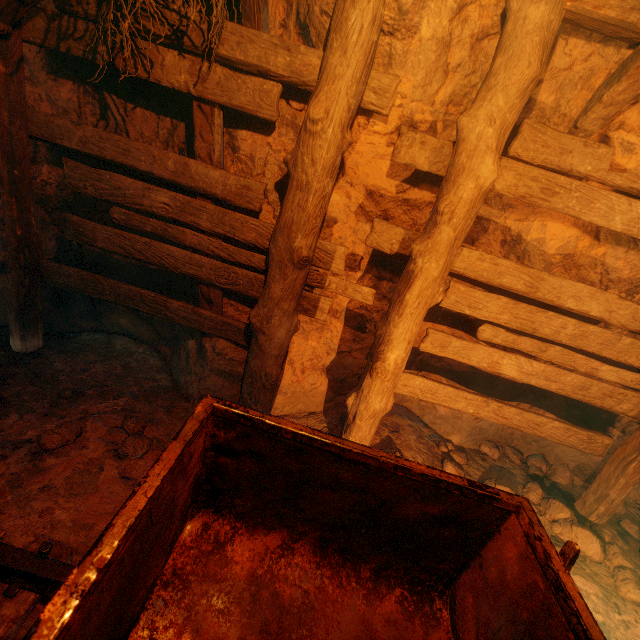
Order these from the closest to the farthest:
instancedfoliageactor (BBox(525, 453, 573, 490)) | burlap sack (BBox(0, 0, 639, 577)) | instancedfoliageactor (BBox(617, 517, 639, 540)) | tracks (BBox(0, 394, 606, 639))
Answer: tracks (BBox(0, 394, 606, 639)) < burlap sack (BBox(0, 0, 639, 577)) < instancedfoliageactor (BBox(617, 517, 639, 540)) < instancedfoliageactor (BBox(525, 453, 573, 490))

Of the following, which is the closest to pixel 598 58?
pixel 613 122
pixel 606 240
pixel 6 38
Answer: pixel 613 122

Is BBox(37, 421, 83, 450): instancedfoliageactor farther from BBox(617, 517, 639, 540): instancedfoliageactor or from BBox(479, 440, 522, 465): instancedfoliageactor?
BBox(617, 517, 639, 540): instancedfoliageactor

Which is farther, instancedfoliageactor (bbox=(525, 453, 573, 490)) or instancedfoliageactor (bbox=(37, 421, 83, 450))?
instancedfoliageactor (bbox=(525, 453, 573, 490))

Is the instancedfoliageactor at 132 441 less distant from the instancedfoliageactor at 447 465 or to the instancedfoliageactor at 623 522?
the instancedfoliageactor at 447 465

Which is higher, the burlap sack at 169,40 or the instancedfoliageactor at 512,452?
the burlap sack at 169,40

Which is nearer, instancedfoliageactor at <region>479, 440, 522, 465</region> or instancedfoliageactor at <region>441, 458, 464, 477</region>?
instancedfoliageactor at <region>441, 458, 464, 477</region>

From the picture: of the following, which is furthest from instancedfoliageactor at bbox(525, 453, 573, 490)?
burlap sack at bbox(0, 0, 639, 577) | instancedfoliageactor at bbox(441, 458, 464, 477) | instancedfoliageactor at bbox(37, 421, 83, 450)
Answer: instancedfoliageactor at bbox(37, 421, 83, 450)
